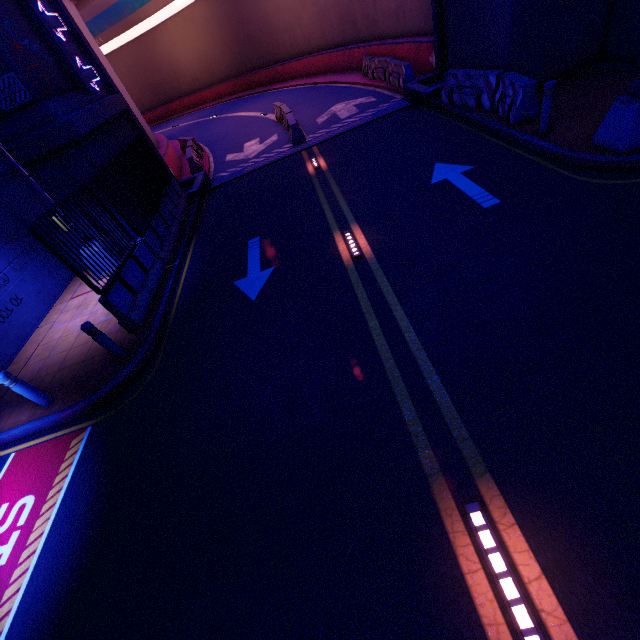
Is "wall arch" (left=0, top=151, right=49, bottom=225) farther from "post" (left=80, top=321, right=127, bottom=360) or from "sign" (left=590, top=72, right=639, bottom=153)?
"post" (left=80, top=321, right=127, bottom=360)

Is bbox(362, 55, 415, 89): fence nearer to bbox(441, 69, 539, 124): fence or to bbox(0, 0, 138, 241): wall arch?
bbox(0, 0, 138, 241): wall arch

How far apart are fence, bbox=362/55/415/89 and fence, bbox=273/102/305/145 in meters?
5.3

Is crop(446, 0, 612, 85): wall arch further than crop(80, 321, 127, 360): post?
A: Yes

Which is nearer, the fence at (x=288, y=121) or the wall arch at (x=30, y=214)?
the wall arch at (x=30, y=214)

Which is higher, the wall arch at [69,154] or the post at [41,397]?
the wall arch at [69,154]

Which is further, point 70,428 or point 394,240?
point 394,240

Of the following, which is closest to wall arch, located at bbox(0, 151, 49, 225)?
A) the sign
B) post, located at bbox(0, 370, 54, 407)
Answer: the sign
